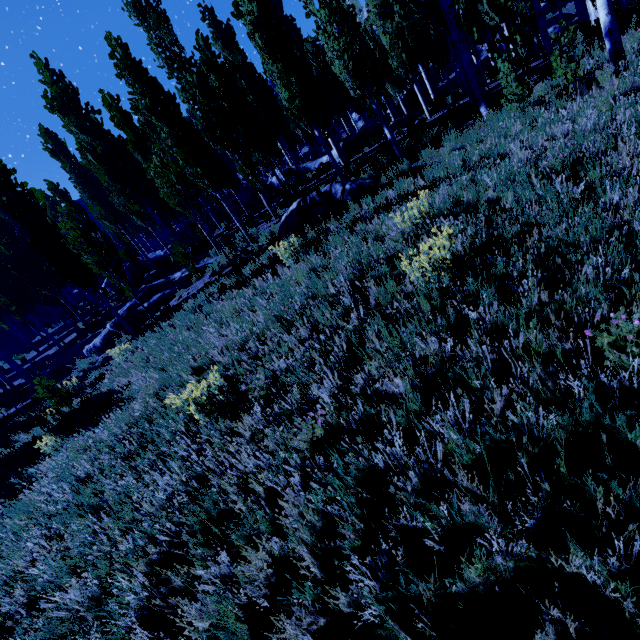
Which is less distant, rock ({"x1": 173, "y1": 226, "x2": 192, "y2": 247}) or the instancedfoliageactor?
the instancedfoliageactor

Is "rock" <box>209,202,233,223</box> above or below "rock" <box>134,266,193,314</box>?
above

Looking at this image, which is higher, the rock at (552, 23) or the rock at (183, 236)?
the rock at (183, 236)

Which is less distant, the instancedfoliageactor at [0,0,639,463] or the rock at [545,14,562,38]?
the instancedfoliageactor at [0,0,639,463]

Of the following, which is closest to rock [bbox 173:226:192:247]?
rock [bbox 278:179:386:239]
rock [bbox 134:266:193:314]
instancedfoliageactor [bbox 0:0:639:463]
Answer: instancedfoliageactor [bbox 0:0:639:463]

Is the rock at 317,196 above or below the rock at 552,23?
below

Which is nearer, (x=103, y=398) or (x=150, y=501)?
(x=150, y=501)

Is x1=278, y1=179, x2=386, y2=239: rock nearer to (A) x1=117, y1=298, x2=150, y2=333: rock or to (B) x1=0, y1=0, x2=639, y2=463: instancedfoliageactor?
(B) x1=0, y1=0, x2=639, y2=463: instancedfoliageactor
